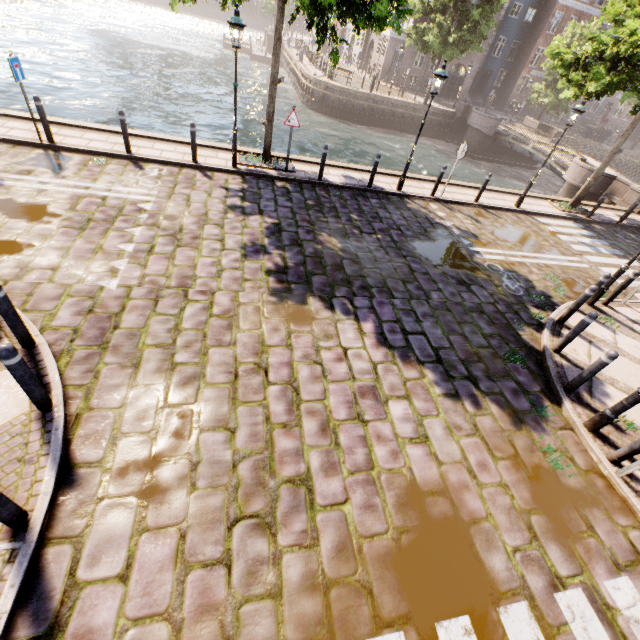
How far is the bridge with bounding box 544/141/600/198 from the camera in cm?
1875

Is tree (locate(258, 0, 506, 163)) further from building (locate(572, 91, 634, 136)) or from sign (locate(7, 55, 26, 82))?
sign (locate(7, 55, 26, 82))

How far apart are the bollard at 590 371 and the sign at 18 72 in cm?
1409

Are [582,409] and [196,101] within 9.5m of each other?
no

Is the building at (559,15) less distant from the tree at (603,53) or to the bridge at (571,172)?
the tree at (603,53)

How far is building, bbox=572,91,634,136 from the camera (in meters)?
41.69

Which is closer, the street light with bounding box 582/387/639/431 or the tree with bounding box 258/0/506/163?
the street light with bounding box 582/387/639/431

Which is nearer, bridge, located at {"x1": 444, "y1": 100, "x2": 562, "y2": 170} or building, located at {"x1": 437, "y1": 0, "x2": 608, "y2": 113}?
bridge, located at {"x1": 444, "y1": 100, "x2": 562, "y2": 170}
